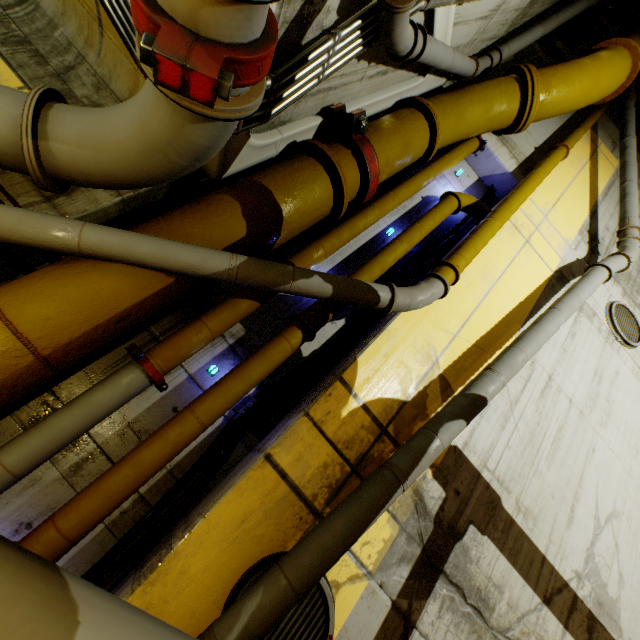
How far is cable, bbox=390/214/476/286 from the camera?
4.27m

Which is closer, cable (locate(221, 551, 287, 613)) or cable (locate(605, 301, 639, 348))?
cable (locate(221, 551, 287, 613))

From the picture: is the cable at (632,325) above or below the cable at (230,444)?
above

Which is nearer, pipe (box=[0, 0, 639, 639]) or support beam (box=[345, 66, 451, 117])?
pipe (box=[0, 0, 639, 639])

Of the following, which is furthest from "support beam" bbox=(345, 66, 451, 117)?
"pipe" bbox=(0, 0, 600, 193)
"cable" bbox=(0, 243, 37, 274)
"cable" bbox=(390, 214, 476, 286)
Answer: "cable" bbox=(0, 243, 37, 274)

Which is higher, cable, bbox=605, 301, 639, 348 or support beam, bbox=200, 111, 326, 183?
cable, bbox=605, 301, 639, 348

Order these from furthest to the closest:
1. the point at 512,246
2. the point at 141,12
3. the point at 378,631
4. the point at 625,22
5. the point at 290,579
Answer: the point at 625,22 < the point at 512,246 < the point at 378,631 < the point at 290,579 < the point at 141,12

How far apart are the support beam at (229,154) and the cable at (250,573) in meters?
3.2
